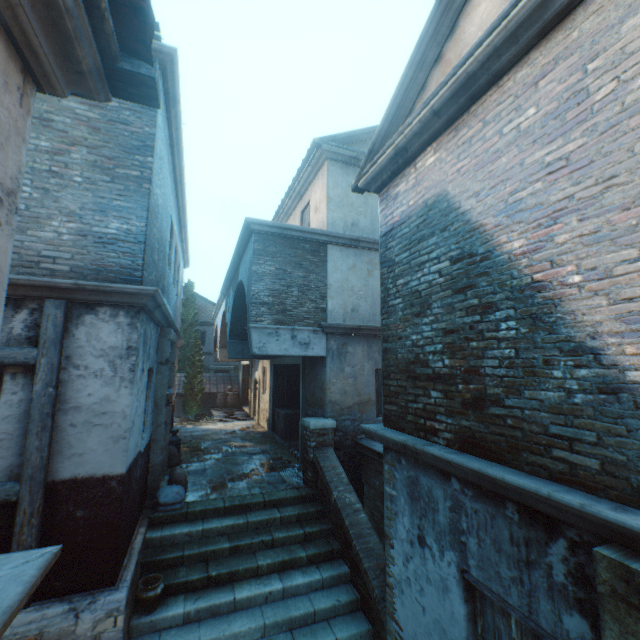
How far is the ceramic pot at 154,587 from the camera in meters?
4.8

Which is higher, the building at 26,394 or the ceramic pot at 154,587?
the building at 26,394

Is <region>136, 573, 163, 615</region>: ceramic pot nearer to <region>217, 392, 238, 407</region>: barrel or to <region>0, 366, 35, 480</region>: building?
<region>0, 366, 35, 480</region>: building

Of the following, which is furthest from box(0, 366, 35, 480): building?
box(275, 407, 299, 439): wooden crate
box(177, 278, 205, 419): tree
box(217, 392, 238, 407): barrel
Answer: box(217, 392, 238, 407): barrel

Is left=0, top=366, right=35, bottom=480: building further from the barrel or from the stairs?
the barrel

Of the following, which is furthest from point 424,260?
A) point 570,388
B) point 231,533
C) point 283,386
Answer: point 283,386

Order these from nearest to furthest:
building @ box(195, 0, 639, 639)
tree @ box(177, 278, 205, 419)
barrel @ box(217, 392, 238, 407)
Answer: building @ box(195, 0, 639, 639) < tree @ box(177, 278, 205, 419) < barrel @ box(217, 392, 238, 407)

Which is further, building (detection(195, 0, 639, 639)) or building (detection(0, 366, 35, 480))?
building (detection(0, 366, 35, 480))
